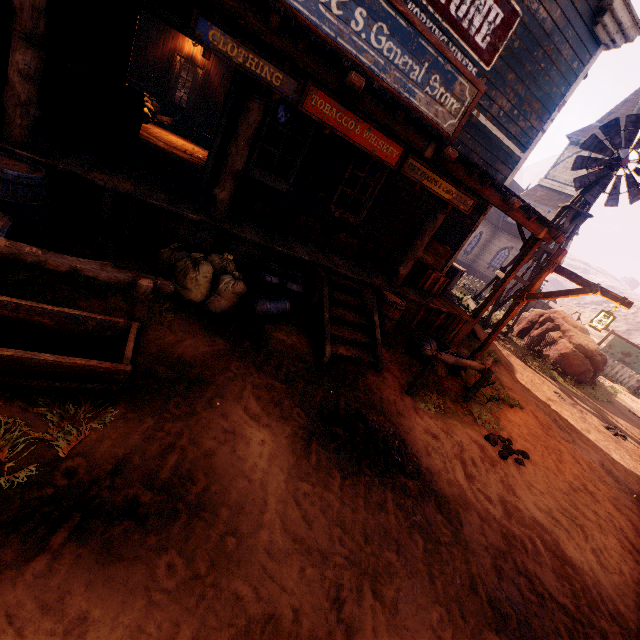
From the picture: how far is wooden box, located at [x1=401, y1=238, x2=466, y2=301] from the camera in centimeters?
796cm

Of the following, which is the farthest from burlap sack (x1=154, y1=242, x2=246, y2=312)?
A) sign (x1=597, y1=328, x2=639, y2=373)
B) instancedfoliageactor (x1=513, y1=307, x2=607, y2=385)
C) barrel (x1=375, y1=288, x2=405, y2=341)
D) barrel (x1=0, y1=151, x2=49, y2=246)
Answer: sign (x1=597, y1=328, x2=639, y2=373)

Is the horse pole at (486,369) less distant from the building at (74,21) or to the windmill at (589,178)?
the building at (74,21)

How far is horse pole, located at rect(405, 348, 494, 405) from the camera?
5.2 meters

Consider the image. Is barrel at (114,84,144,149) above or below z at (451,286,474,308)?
above

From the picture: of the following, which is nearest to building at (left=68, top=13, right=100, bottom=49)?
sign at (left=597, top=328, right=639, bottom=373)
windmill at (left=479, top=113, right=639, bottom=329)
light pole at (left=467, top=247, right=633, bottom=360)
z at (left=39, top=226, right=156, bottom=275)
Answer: z at (left=39, top=226, right=156, bottom=275)

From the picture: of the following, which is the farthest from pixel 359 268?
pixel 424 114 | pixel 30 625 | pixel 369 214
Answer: pixel 30 625

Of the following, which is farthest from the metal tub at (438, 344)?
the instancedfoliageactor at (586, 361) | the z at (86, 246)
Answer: the instancedfoliageactor at (586, 361)
